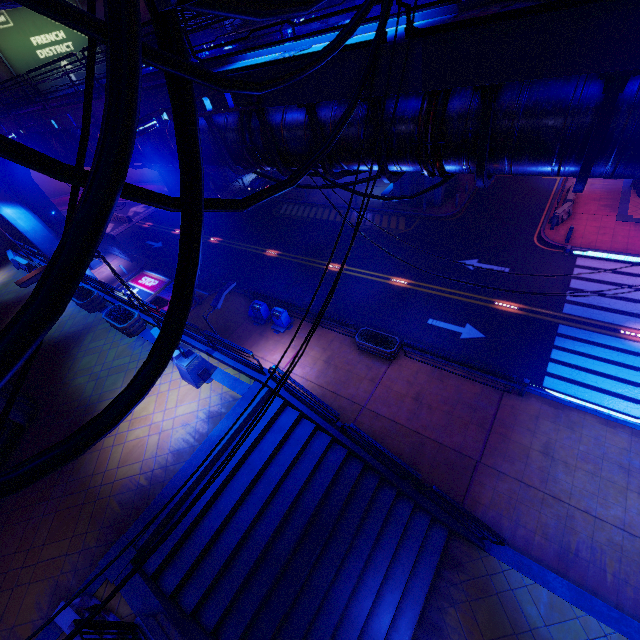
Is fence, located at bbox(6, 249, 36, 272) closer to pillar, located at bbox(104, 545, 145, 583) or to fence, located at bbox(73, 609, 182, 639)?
pillar, located at bbox(104, 545, 145, 583)

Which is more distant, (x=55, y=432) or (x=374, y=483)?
(x=55, y=432)

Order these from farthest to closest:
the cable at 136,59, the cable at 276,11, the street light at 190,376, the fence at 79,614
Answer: the street light at 190,376 < the fence at 79,614 < the cable at 276,11 < the cable at 136,59

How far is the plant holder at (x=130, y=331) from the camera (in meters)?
14.84

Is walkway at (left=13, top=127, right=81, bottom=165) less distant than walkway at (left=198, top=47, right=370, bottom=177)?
No

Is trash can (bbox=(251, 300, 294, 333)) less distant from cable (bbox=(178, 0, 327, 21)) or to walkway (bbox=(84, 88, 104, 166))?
walkway (bbox=(84, 88, 104, 166))

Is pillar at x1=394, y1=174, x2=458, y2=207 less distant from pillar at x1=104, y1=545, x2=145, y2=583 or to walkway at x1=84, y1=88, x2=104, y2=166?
walkway at x1=84, y1=88, x2=104, y2=166

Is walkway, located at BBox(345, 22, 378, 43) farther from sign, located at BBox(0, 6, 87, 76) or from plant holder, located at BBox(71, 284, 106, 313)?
plant holder, located at BBox(71, 284, 106, 313)
